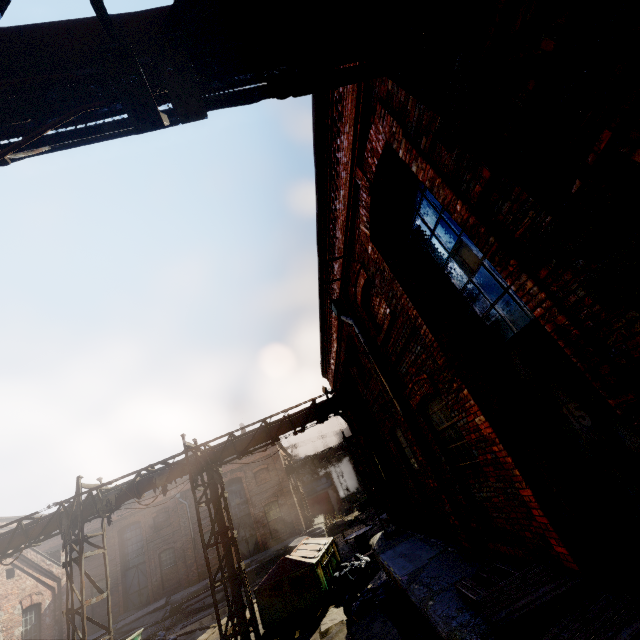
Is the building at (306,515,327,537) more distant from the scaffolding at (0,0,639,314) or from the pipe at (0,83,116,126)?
the scaffolding at (0,0,639,314)

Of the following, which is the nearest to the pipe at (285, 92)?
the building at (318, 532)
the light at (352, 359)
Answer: the light at (352, 359)

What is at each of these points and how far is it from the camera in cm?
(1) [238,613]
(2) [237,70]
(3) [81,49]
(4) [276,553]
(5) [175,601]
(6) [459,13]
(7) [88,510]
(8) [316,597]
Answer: (1) pipe, 1020
(2) pipe, 238
(3) pipe, 202
(4) building, 2389
(5) building, 2256
(6) pipe, 263
(7) pipe, 1155
(8) trash container, 1025

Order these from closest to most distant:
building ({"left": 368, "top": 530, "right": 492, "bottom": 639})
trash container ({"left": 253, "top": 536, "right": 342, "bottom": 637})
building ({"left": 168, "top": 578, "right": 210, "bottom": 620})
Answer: building ({"left": 368, "top": 530, "right": 492, "bottom": 639}), trash container ({"left": 253, "top": 536, "right": 342, "bottom": 637}), building ({"left": 168, "top": 578, "right": 210, "bottom": 620})

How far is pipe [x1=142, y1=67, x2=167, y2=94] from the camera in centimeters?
219cm

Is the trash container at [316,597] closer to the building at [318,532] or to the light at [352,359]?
the light at [352,359]

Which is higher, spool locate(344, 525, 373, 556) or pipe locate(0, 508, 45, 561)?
pipe locate(0, 508, 45, 561)
